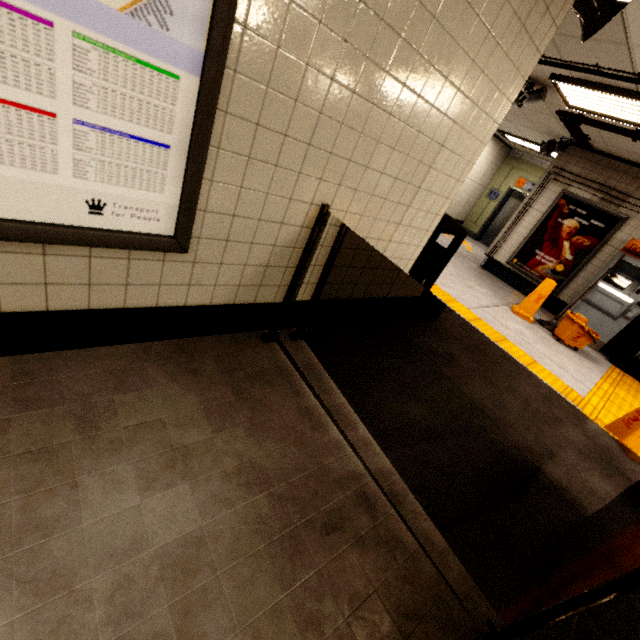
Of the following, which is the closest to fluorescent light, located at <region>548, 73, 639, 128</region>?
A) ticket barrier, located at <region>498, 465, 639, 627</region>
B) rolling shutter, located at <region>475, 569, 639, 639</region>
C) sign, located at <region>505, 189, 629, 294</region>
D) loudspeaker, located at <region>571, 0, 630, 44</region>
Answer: loudspeaker, located at <region>571, 0, 630, 44</region>

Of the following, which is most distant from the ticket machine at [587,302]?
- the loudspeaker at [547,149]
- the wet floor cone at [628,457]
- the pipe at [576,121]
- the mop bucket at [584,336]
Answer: the wet floor cone at [628,457]

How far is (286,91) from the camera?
1.4m

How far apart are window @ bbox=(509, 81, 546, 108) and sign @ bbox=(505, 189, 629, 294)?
2.8m

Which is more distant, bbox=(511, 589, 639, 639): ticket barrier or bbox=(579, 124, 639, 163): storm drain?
bbox=(579, 124, 639, 163): storm drain

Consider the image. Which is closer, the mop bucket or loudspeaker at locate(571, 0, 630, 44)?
loudspeaker at locate(571, 0, 630, 44)

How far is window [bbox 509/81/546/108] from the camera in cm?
448

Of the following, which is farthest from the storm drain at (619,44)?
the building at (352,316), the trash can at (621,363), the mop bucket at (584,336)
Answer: the mop bucket at (584,336)
